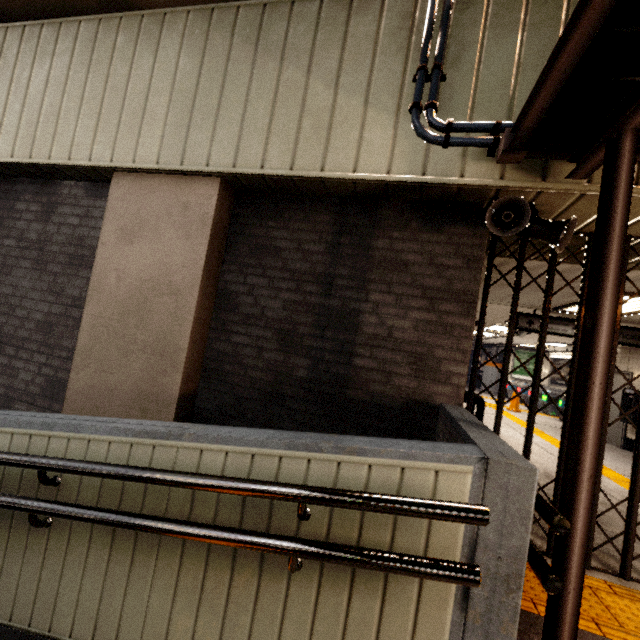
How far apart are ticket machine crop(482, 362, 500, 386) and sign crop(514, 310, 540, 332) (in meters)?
12.79

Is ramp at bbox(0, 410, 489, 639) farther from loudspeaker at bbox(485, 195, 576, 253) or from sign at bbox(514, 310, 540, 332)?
sign at bbox(514, 310, 540, 332)

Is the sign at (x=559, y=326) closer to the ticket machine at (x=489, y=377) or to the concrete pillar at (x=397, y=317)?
the concrete pillar at (x=397, y=317)

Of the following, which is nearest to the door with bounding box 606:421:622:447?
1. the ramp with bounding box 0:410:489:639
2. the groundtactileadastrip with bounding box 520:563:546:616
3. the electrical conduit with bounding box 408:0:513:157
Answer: the groundtactileadastrip with bounding box 520:563:546:616

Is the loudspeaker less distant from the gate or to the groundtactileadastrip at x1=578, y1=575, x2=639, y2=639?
the gate

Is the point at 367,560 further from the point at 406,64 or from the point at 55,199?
the point at 55,199

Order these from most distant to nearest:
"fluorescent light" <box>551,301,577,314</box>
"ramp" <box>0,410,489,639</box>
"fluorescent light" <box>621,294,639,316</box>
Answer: "fluorescent light" <box>551,301,577,314</box> < "fluorescent light" <box>621,294,639,316</box> < "ramp" <box>0,410,489,639</box>

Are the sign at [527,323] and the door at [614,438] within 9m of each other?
yes
